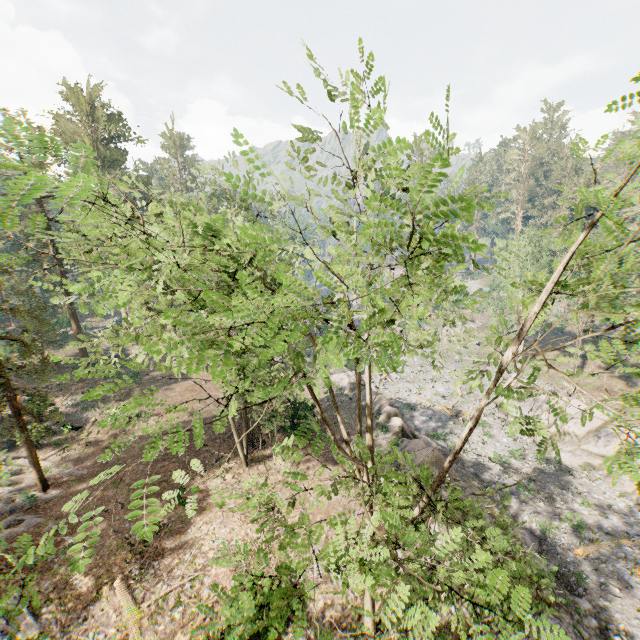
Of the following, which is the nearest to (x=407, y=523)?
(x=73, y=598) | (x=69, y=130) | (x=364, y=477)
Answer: (x=364, y=477)

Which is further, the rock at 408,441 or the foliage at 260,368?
the rock at 408,441

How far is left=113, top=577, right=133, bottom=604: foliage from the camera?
14.50m

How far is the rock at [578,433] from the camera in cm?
2634

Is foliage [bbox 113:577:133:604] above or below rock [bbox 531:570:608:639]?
above

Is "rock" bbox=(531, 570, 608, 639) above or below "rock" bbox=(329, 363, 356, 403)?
below

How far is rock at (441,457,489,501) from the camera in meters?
21.7
